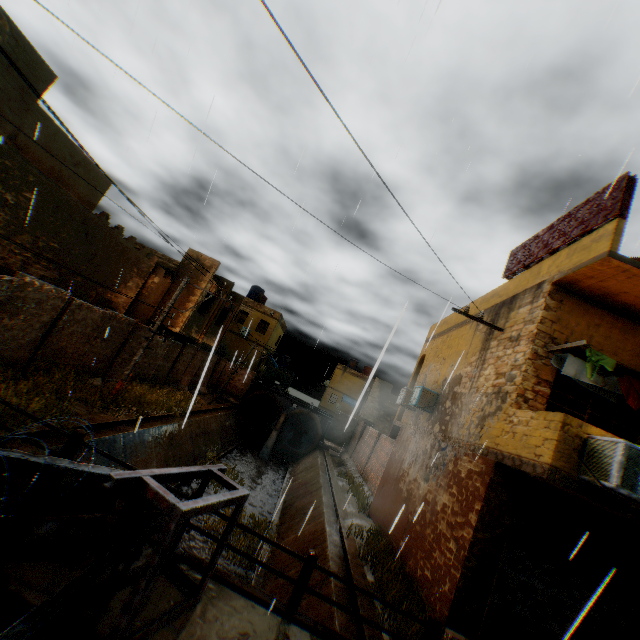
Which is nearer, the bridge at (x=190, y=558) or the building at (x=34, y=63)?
the bridge at (x=190, y=558)

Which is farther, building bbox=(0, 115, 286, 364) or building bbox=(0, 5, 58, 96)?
building bbox=(0, 115, 286, 364)

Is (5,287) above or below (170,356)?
above

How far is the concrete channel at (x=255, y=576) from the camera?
9.05m

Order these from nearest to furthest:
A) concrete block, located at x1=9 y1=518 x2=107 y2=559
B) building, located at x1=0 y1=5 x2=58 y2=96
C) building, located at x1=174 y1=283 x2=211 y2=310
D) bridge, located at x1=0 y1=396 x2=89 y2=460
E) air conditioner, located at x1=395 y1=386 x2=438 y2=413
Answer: concrete block, located at x1=9 y1=518 x2=107 y2=559, bridge, located at x1=0 y1=396 x2=89 y2=460, building, located at x1=0 y1=5 x2=58 y2=96, air conditioner, located at x1=395 y1=386 x2=438 y2=413, building, located at x1=174 y1=283 x2=211 y2=310

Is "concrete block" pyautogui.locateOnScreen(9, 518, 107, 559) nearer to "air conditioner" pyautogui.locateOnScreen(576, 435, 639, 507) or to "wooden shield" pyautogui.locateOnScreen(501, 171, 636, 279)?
"air conditioner" pyautogui.locateOnScreen(576, 435, 639, 507)

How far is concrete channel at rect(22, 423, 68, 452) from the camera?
8.3 meters
